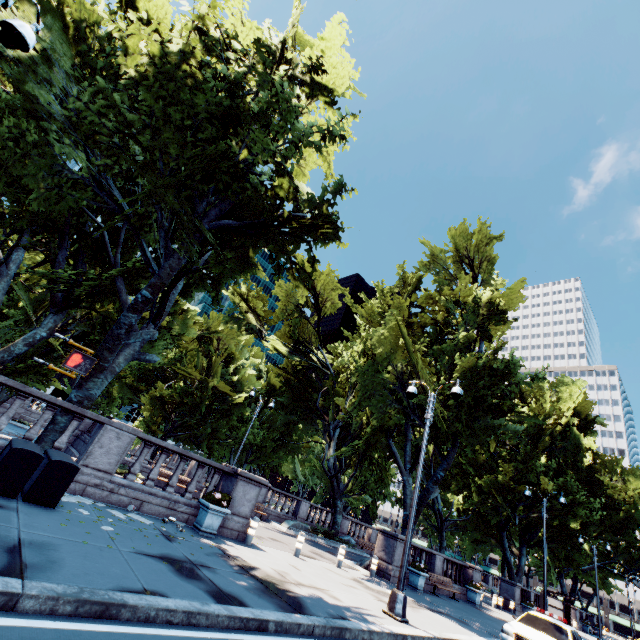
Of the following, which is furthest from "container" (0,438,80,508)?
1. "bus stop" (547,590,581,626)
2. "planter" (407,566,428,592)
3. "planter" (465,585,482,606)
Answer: "bus stop" (547,590,581,626)

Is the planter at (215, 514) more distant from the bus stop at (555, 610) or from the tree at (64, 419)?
the bus stop at (555, 610)

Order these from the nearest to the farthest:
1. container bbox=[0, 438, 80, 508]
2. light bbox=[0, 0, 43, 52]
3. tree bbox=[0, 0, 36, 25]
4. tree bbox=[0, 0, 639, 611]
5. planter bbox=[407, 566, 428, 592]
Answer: light bbox=[0, 0, 43, 52]
container bbox=[0, 438, 80, 508]
tree bbox=[0, 0, 36, 25]
tree bbox=[0, 0, 639, 611]
planter bbox=[407, 566, 428, 592]

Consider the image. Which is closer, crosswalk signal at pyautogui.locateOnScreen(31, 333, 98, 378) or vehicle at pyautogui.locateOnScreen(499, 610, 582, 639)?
crosswalk signal at pyautogui.locateOnScreen(31, 333, 98, 378)

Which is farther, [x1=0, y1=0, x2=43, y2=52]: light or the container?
the container

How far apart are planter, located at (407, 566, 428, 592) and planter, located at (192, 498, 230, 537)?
12.2 meters

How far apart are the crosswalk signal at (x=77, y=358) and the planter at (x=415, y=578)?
19.44m

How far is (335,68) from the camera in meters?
14.7
